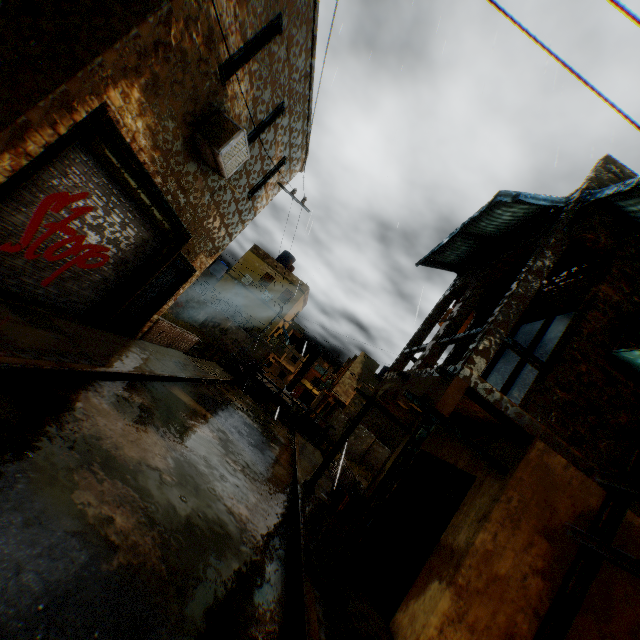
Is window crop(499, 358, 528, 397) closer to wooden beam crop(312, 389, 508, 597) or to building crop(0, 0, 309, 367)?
building crop(0, 0, 309, 367)

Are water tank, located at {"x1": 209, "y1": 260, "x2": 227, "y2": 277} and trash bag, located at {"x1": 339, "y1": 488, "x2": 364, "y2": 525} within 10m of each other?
no

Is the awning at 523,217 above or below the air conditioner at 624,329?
above

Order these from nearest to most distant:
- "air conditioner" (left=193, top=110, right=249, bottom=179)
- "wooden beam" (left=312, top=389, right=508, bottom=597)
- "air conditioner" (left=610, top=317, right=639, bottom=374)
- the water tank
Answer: "wooden beam" (left=312, top=389, right=508, bottom=597) < "air conditioner" (left=610, top=317, right=639, bottom=374) < "air conditioner" (left=193, top=110, right=249, bottom=179) < the water tank

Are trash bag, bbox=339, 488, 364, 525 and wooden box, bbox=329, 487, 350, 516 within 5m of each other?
yes

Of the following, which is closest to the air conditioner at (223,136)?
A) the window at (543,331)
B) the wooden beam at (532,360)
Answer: the wooden beam at (532,360)

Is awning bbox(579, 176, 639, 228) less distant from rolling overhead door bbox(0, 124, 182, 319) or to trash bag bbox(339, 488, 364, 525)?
rolling overhead door bbox(0, 124, 182, 319)

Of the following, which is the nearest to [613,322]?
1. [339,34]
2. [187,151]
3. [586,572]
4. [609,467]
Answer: [609,467]
